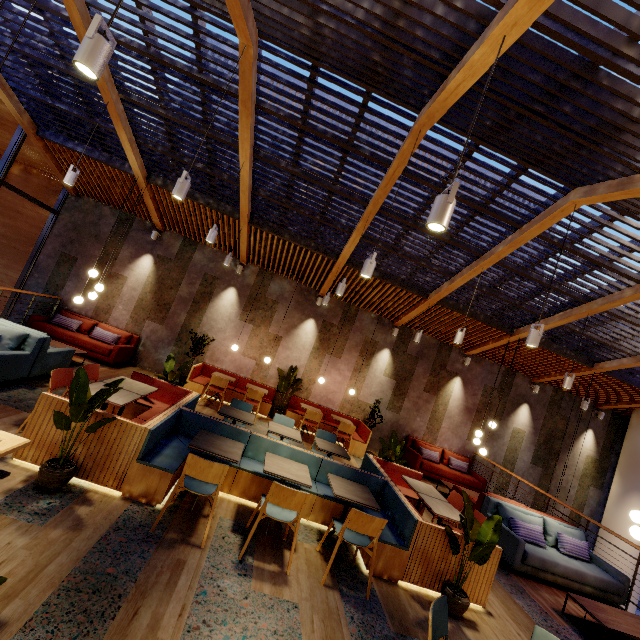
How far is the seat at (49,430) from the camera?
3.6m

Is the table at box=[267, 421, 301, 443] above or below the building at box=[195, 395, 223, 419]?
above

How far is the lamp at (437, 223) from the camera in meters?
2.4 m

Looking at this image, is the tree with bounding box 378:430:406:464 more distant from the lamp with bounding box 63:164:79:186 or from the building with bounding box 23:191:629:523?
the lamp with bounding box 63:164:79:186

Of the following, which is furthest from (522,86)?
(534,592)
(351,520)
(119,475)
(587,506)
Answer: (587,506)

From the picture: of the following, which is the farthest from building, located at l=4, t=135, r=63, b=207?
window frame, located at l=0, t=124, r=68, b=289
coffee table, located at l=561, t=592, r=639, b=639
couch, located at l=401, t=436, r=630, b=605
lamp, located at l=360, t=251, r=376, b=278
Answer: coffee table, located at l=561, t=592, r=639, b=639

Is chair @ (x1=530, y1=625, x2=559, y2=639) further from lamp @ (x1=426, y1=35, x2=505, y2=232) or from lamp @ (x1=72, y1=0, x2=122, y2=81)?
lamp @ (x1=72, y1=0, x2=122, y2=81)

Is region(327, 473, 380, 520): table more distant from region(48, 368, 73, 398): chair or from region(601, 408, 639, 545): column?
region(601, 408, 639, 545): column
